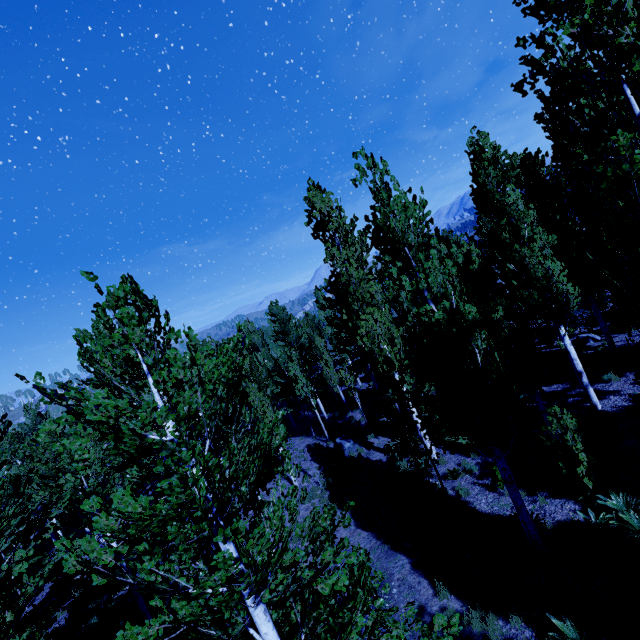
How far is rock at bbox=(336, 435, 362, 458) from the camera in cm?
1833

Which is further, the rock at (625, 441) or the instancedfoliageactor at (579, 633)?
the rock at (625, 441)

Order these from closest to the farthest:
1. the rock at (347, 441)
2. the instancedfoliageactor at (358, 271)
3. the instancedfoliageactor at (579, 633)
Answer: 1. the instancedfoliageactor at (358, 271)
2. the instancedfoliageactor at (579, 633)
3. the rock at (347, 441)

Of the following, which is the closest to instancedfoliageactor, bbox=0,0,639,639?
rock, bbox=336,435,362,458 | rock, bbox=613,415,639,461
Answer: rock, bbox=613,415,639,461

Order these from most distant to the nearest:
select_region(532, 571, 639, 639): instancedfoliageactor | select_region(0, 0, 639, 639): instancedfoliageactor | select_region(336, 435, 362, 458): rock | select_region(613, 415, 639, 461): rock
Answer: select_region(336, 435, 362, 458): rock < select_region(613, 415, 639, 461): rock < select_region(532, 571, 639, 639): instancedfoliageactor < select_region(0, 0, 639, 639): instancedfoliageactor

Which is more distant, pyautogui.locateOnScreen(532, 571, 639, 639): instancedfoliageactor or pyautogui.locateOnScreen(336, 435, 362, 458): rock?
pyautogui.locateOnScreen(336, 435, 362, 458): rock

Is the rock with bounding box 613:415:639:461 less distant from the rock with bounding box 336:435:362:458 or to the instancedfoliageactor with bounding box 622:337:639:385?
the instancedfoliageactor with bounding box 622:337:639:385

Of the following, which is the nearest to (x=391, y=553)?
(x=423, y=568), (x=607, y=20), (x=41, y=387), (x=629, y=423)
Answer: (x=423, y=568)
